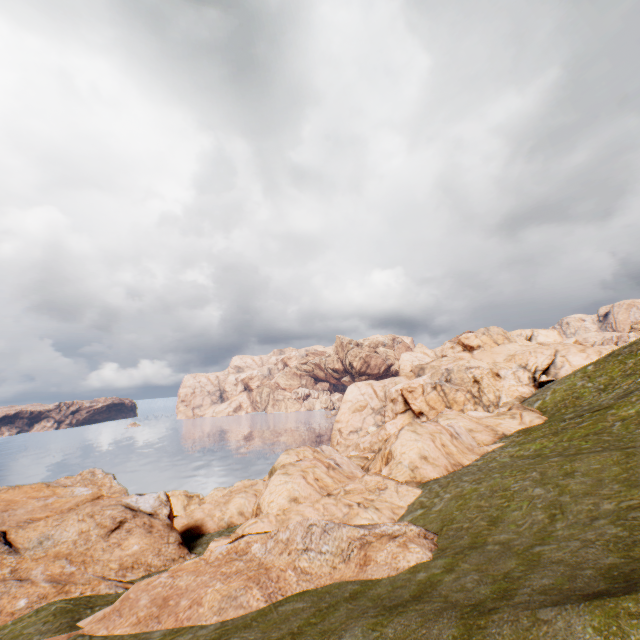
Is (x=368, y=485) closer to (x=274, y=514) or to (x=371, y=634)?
(x=274, y=514)
